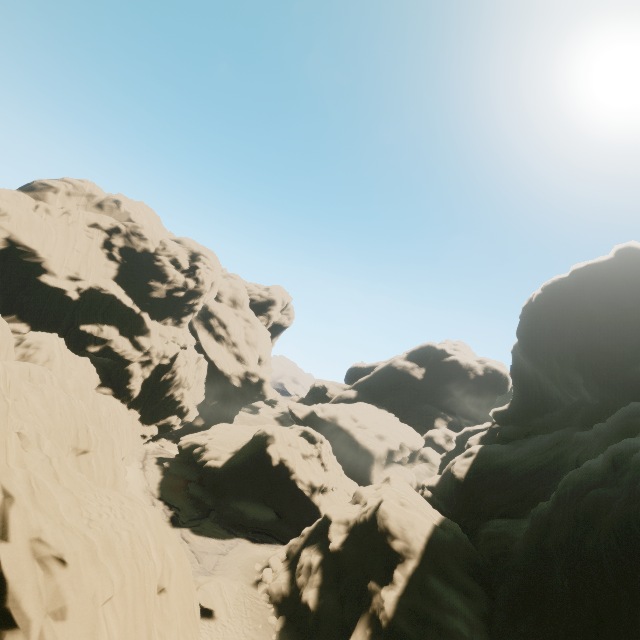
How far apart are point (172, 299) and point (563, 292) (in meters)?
61.65

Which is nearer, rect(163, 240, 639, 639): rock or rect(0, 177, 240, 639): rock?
rect(0, 177, 240, 639): rock

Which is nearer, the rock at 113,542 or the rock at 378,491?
the rock at 113,542
